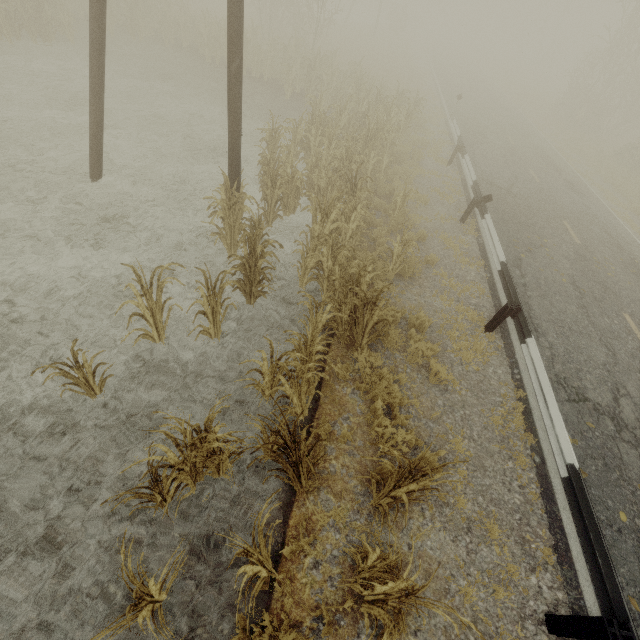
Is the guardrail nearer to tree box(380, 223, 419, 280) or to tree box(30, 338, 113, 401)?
tree box(380, 223, 419, 280)

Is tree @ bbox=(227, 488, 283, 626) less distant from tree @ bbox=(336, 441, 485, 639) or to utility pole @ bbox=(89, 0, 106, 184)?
tree @ bbox=(336, 441, 485, 639)

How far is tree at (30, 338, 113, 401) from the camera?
3.99m

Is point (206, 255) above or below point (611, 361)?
below

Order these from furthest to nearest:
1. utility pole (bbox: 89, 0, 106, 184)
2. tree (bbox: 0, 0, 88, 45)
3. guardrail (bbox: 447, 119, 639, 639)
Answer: tree (bbox: 0, 0, 88, 45) < utility pole (bbox: 89, 0, 106, 184) < guardrail (bbox: 447, 119, 639, 639)

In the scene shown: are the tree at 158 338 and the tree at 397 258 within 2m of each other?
no

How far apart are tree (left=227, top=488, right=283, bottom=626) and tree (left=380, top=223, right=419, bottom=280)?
5.7 meters

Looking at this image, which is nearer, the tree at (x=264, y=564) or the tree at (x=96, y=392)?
the tree at (x=264, y=564)
